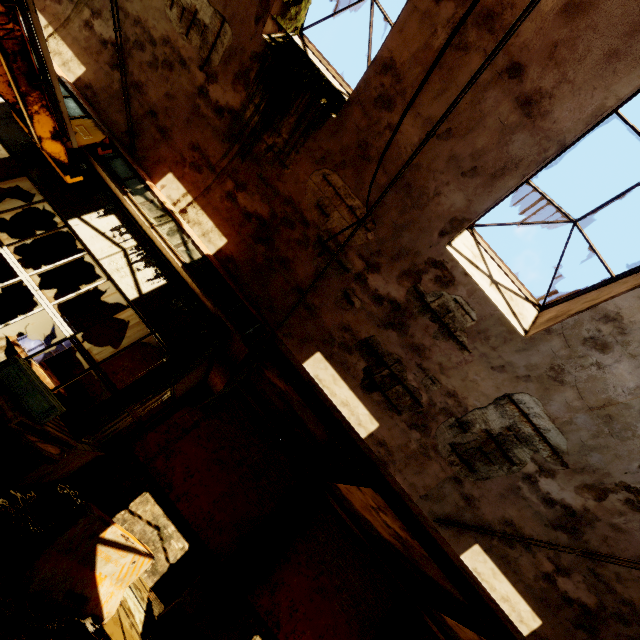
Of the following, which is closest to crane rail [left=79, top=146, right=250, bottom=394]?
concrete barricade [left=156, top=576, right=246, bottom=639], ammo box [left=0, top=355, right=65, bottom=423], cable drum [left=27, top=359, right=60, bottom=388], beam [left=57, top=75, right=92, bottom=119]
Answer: beam [left=57, top=75, right=92, bottom=119]

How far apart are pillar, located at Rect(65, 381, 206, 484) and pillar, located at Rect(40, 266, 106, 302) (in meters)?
3.82

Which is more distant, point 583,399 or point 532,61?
point 583,399

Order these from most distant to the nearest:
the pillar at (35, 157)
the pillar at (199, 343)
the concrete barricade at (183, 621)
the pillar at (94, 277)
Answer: the pillar at (94, 277) < the concrete barricade at (183, 621) < the pillar at (35, 157) < the pillar at (199, 343)

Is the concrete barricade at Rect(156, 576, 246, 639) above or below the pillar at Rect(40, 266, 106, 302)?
below

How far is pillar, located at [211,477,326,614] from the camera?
8.8m

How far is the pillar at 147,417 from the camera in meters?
8.6

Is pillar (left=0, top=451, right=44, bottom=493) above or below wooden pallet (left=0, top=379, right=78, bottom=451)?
below
